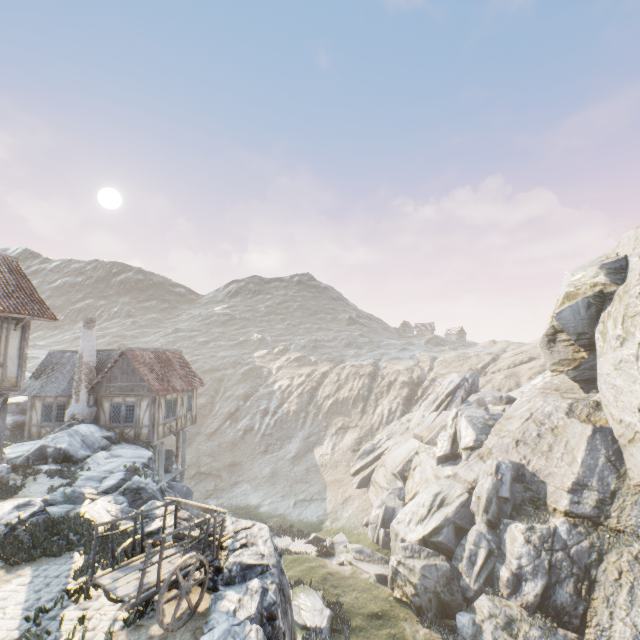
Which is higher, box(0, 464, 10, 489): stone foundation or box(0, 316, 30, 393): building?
box(0, 316, 30, 393): building

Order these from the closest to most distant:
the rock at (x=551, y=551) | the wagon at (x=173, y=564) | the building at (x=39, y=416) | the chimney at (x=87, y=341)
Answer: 1. the wagon at (x=173, y=564)
2. the rock at (x=551, y=551)
3. the chimney at (x=87, y=341)
4. the building at (x=39, y=416)

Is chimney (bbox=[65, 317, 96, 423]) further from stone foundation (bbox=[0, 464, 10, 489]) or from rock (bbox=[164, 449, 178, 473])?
stone foundation (bbox=[0, 464, 10, 489])

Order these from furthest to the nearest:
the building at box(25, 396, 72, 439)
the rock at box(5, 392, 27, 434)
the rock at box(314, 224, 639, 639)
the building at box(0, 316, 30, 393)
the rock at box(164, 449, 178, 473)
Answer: the rock at box(164, 449, 178, 473) < the rock at box(5, 392, 27, 434) < the building at box(25, 396, 72, 439) < the rock at box(314, 224, 639, 639) < the building at box(0, 316, 30, 393)

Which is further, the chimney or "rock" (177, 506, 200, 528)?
the chimney

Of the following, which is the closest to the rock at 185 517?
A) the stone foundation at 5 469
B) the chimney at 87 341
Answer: the chimney at 87 341

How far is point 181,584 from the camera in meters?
6.2 m

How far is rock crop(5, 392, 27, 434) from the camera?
22.5m
